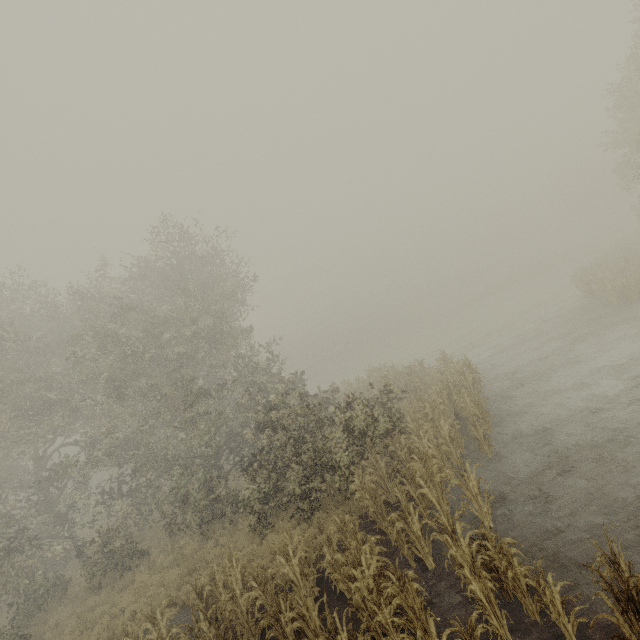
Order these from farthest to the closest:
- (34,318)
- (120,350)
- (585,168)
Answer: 1. (585,168)
2. (34,318)
3. (120,350)
